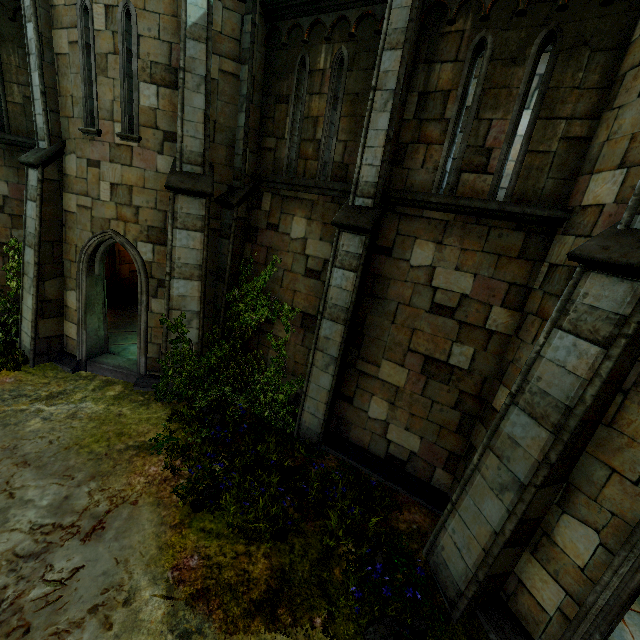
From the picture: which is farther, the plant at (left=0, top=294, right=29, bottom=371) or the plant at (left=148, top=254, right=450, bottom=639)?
the plant at (left=0, top=294, right=29, bottom=371)

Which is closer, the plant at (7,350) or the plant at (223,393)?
the plant at (223,393)

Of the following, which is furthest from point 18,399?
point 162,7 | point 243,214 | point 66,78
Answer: point 162,7
